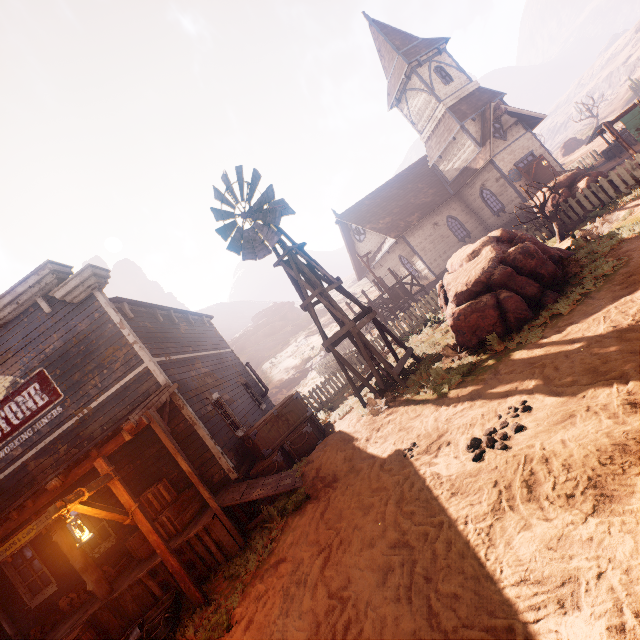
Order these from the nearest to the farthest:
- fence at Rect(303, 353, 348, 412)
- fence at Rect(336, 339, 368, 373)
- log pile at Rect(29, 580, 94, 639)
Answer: log pile at Rect(29, 580, 94, 639) < fence at Rect(303, 353, 348, 412) < fence at Rect(336, 339, 368, 373)

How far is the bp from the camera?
19.7m

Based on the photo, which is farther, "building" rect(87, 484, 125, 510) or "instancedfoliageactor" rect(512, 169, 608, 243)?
"instancedfoliageactor" rect(512, 169, 608, 243)

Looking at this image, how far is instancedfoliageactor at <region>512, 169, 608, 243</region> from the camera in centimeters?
1130cm

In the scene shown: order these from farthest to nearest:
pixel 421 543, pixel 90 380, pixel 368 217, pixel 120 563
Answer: pixel 368 217, pixel 90 380, pixel 120 563, pixel 421 543

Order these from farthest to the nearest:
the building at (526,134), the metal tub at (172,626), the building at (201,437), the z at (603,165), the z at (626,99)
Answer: the z at (626,99), the building at (526,134), the z at (603,165), the building at (201,437), the metal tub at (172,626)

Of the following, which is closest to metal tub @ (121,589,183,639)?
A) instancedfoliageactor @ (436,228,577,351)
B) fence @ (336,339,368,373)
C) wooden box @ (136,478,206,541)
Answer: wooden box @ (136,478,206,541)

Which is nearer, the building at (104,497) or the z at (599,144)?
the building at (104,497)
